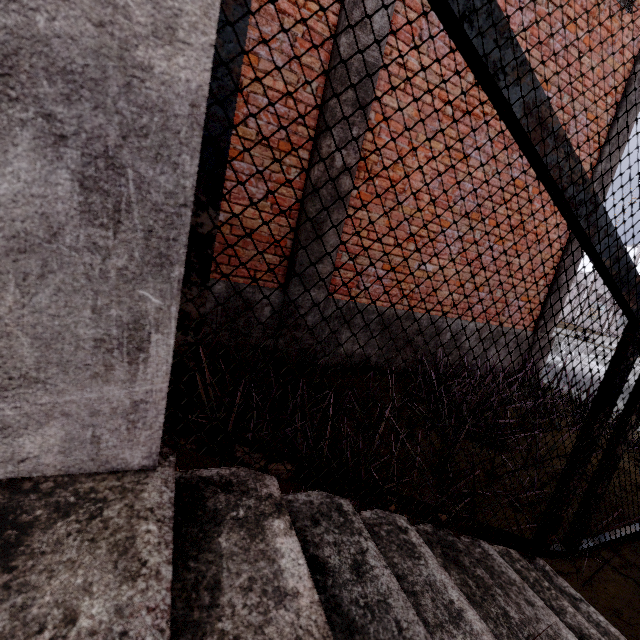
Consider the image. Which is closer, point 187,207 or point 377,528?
point 187,207

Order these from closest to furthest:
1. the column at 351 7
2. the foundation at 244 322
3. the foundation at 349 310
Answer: the column at 351 7 → the foundation at 244 322 → the foundation at 349 310

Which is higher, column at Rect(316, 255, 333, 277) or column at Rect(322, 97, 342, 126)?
column at Rect(322, 97, 342, 126)

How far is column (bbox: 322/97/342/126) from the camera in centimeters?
350cm

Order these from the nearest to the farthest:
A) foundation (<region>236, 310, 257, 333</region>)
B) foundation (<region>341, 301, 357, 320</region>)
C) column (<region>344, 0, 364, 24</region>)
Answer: column (<region>344, 0, 364, 24</region>) → foundation (<region>236, 310, 257, 333</region>) → foundation (<region>341, 301, 357, 320</region>)

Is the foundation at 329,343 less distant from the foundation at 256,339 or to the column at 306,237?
the column at 306,237

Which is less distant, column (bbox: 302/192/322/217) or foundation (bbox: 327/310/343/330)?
column (bbox: 302/192/322/217)
